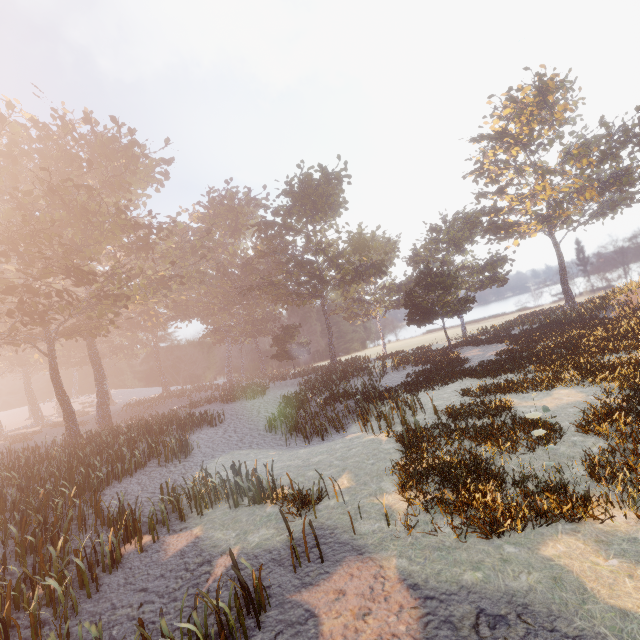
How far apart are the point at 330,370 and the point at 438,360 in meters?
14.9
